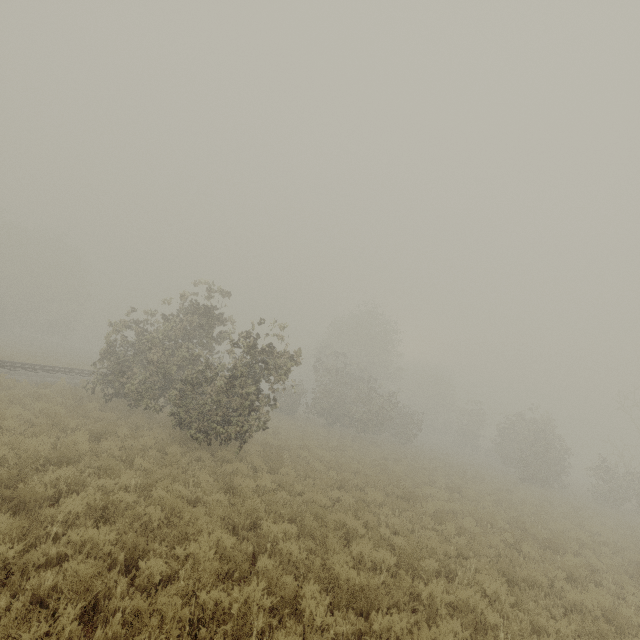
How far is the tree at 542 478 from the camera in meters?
26.7

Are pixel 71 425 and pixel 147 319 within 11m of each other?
yes

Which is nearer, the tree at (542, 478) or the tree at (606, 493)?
the tree at (606, 493)

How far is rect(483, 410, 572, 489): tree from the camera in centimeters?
2670cm

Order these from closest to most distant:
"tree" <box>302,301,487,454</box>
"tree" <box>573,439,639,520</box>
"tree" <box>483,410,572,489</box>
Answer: "tree" <box>573,439,639,520</box>
"tree" <box>483,410,572,489</box>
"tree" <box>302,301,487,454</box>

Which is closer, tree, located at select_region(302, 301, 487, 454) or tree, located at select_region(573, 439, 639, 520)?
tree, located at select_region(573, 439, 639, 520)
